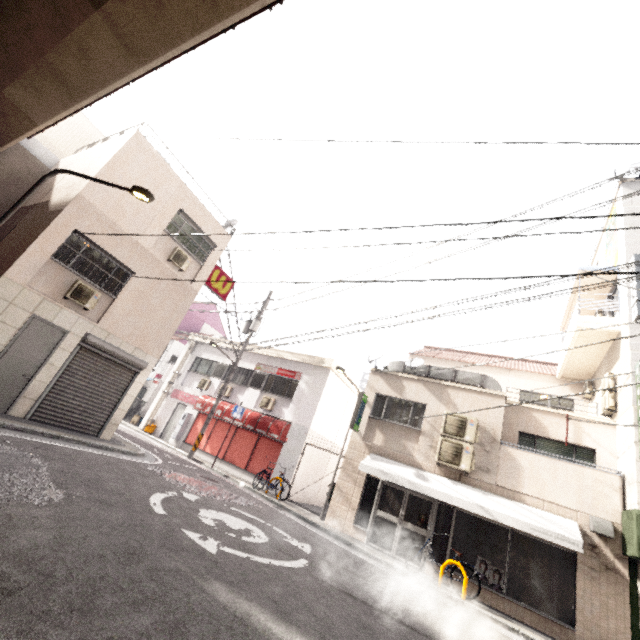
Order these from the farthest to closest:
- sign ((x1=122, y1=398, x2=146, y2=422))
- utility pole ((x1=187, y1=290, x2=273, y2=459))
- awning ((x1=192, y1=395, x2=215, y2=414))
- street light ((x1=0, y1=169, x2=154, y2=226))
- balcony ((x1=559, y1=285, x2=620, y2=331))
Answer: sign ((x1=122, y1=398, x2=146, y2=422))
awning ((x1=192, y1=395, x2=215, y2=414))
utility pole ((x1=187, y1=290, x2=273, y2=459))
balcony ((x1=559, y1=285, x2=620, y2=331))
street light ((x1=0, y1=169, x2=154, y2=226))

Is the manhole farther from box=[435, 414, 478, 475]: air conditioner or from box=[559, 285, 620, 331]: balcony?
box=[559, 285, 620, 331]: balcony

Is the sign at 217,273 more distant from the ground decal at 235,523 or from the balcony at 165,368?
the balcony at 165,368

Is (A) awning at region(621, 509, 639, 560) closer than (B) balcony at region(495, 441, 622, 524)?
Yes

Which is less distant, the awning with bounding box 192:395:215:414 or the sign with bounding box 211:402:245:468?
the sign with bounding box 211:402:245:468

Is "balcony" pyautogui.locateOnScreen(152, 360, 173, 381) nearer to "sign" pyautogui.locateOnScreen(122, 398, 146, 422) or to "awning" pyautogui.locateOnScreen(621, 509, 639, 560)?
"sign" pyautogui.locateOnScreen(122, 398, 146, 422)

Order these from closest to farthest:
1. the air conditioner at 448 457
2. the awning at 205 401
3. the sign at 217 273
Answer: the air conditioner at 448 457 < the sign at 217 273 < the awning at 205 401

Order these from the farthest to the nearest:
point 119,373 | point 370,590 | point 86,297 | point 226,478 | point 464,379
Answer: point 226,478 < point 464,379 < point 119,373 < point 86,297 < point 370,590
